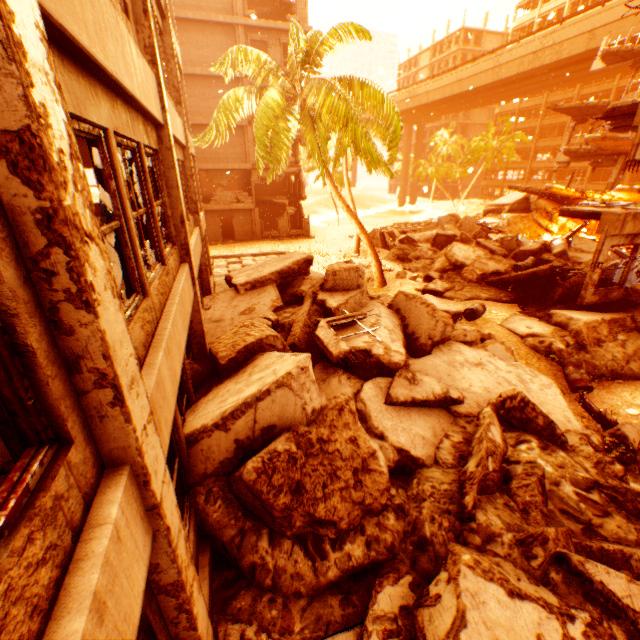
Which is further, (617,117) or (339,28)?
(339,28)

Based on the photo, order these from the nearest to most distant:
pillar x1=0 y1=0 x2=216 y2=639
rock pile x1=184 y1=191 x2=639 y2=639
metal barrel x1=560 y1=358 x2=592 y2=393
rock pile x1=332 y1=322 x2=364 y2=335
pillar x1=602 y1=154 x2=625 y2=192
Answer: pillar x1=0 y1=0 x2=216 y2=639 → rock pile x1=184 y1=191 x2=639 y2=639 → rock pile x1=332 y1=322 x2=364 y2=335 → metal barrel x1=560 y1=358 x2=592 y2=393 → pillar x1=602 y1=154 x2=625 y2=192

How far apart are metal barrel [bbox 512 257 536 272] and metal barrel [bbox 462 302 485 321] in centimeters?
395cm

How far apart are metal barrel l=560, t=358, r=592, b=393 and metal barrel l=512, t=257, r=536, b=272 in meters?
6.1 m

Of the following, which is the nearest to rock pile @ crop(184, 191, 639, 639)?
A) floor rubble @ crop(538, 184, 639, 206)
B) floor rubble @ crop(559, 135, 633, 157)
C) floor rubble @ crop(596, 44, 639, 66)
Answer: floor rubble @ crop(538, 184, 639, 206)

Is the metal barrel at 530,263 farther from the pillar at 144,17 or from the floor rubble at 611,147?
the pillar at 144,17

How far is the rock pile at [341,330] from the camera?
7.48m

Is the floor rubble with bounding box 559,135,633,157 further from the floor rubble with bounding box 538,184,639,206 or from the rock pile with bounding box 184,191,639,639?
the rock pile with bounding box 184,191,639,639
